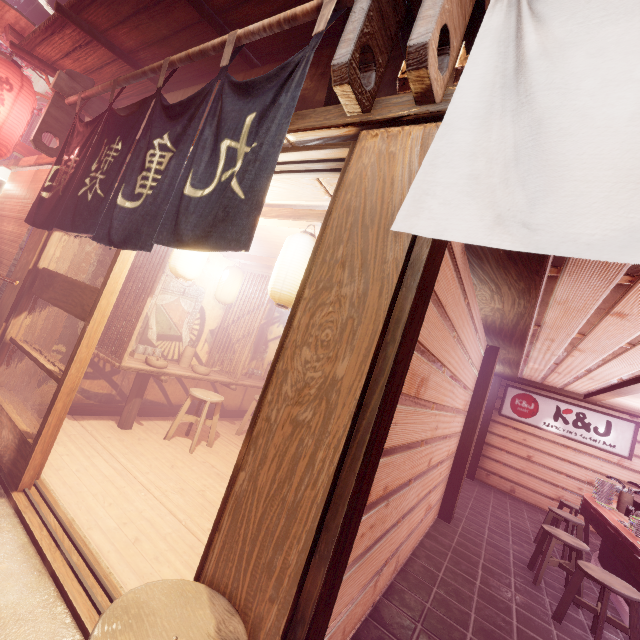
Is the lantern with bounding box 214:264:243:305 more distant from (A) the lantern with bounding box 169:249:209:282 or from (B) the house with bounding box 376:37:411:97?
(B) the house with bounding box 376:37:411:97

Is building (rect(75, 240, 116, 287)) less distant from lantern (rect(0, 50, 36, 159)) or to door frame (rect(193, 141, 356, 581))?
door frame (rect(193, 141, 356, 581))

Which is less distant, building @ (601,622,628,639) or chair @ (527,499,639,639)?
chair @ (527,499,639,639)

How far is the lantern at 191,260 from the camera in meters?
6.2 m

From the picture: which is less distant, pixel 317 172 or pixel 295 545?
pixel 295 545

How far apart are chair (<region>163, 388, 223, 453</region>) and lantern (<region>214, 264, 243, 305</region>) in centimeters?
255cm

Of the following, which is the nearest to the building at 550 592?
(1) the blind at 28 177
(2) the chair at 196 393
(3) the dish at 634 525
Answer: (3) the dish at 634 525

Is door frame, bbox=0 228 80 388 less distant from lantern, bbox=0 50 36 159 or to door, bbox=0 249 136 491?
door, bbox=0 249 136 491
